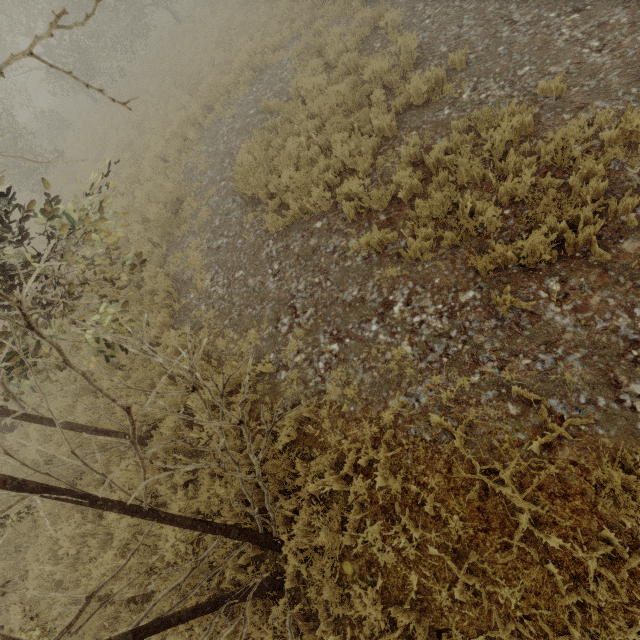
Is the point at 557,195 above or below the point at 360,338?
above
